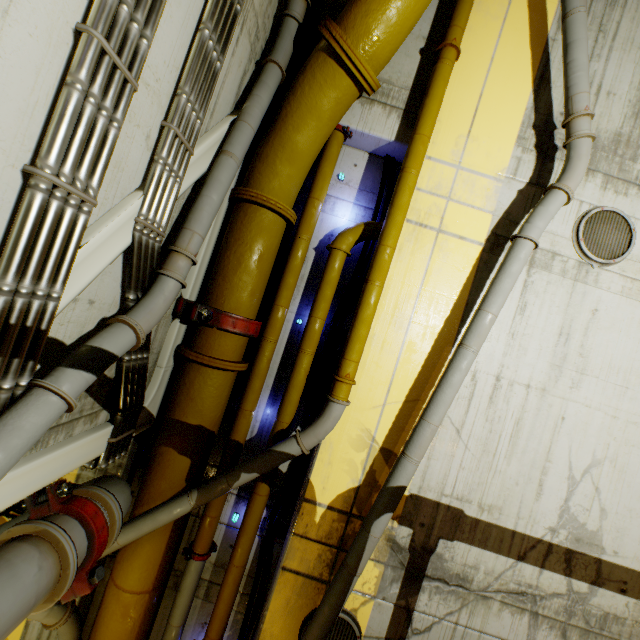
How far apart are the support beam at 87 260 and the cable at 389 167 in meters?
3.1

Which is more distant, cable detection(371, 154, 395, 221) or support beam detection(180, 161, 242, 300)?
cable detection(371, 154, 395, 221)

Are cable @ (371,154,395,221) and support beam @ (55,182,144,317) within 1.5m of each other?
no

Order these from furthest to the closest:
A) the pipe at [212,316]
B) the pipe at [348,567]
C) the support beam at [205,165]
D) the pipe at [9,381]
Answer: the pipe at [348,567]
the support beam at [205,165]
the pipe at [212,316]
the pipe at [9,381]

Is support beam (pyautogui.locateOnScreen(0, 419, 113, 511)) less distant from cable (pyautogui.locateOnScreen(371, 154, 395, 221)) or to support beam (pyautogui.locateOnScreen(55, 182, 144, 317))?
support beam (pyautogui.locateOnScreen(55, 182, 144, 317))

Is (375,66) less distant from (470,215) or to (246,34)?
(246,34)

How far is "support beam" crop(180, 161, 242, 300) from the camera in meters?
4.1

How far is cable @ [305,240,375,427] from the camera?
4.7m
